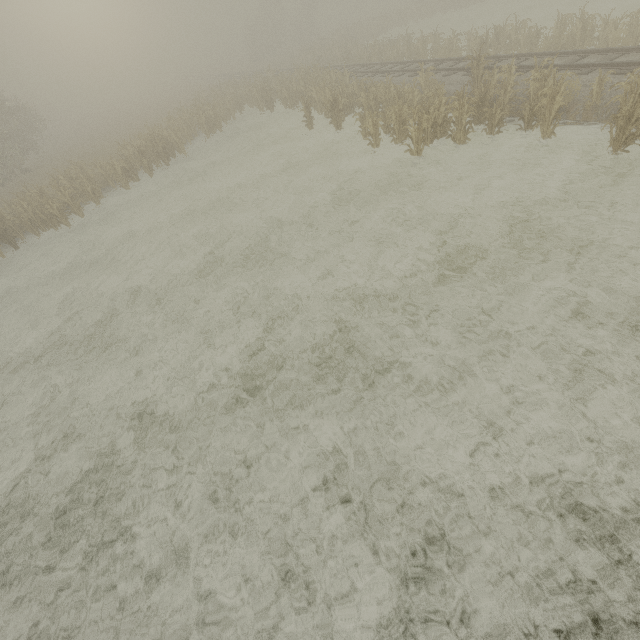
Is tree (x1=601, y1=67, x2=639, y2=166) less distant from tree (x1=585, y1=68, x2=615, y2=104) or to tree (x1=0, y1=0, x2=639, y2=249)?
tree (x1=585, y1=68, x2=615, y2=104)

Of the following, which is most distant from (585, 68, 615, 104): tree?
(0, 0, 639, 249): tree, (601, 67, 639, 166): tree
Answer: (0, 0, 639, 249): tree

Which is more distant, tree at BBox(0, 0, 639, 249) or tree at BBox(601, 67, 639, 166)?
tree at BBox(0, 0, 639, 249)

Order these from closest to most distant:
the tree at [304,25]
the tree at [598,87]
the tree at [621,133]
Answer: the tree at [621,133]
the tree at [598,87]
the tree at [304,25]

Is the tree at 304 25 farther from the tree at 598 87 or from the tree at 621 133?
the tree at 621 133

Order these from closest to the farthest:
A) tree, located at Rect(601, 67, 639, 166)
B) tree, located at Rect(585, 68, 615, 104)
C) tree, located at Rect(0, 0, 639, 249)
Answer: tree, located at Rect(601, 67, 639, 166) → tree, located at Rect(585, 68, 615, 104) → tree, located at Rect(0, 0, 639, 249)

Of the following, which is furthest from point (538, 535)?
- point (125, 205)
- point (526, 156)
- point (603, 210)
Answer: point (125, 205)
